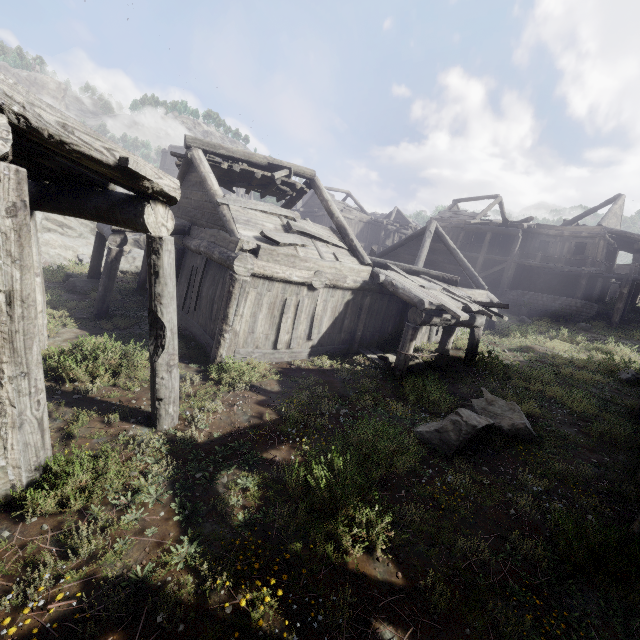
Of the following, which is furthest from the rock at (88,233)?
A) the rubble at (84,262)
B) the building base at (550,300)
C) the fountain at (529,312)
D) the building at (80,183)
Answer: the fountain at (529,312)

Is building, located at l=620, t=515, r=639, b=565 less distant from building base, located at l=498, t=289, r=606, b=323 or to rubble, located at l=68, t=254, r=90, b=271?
building base, located at l=498, t=289, r=606, b=323

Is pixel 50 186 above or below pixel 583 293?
below

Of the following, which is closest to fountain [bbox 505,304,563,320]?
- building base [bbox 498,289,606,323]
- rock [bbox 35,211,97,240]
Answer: building base [bbox 498,289,606,323]

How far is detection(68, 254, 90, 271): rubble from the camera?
17.1m

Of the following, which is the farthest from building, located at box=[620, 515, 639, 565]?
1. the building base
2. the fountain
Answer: the fountain

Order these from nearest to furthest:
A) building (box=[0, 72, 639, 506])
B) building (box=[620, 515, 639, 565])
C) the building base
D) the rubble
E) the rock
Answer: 1. building (box=[0, 72, 639, 506])
2. building (box=[620, 515, 639, 565])
3. the rubble
4. the rock
5. the building base

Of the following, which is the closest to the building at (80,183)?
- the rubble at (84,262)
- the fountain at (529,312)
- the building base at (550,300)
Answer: the building base at (550,300)
